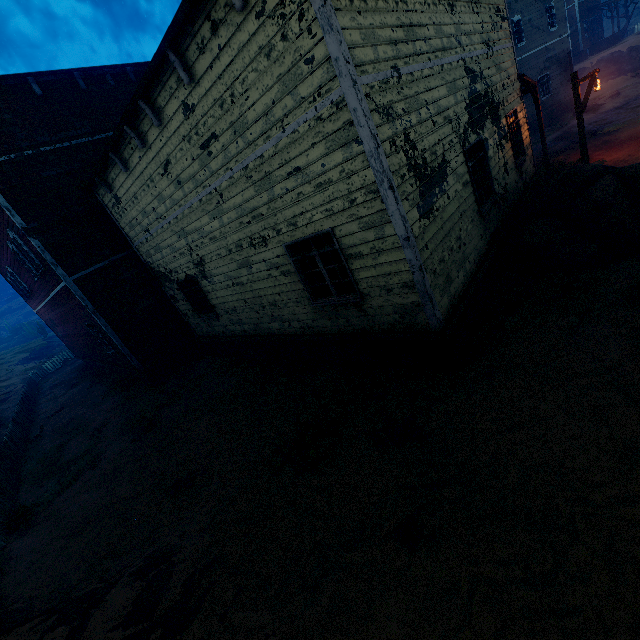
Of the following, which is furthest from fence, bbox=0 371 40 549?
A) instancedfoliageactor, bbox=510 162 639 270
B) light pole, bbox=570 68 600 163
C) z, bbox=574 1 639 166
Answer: light pole, bbox=570 68 600 163

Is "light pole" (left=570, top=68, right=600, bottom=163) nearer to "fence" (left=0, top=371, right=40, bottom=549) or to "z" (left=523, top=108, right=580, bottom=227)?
"z" (left=523, top=108, right=580, bottom=227)

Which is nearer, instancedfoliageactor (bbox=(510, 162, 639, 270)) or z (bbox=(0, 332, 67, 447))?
instancedfoliageactor (bbox=(510, 162, 639, 270))

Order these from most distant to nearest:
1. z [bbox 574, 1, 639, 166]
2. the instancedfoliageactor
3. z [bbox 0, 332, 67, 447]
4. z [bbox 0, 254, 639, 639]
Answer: z [bbox 0, 332, 67, 447], z [bbox 574, 1, 639, 166], the instancedfoliageactor, z [bbox 0, 254, 639, 639]

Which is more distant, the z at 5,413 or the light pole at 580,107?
the z at 5,413

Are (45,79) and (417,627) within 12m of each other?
no

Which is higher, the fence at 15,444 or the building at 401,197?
the building at 401,197

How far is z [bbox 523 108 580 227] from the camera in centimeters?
1261cm
